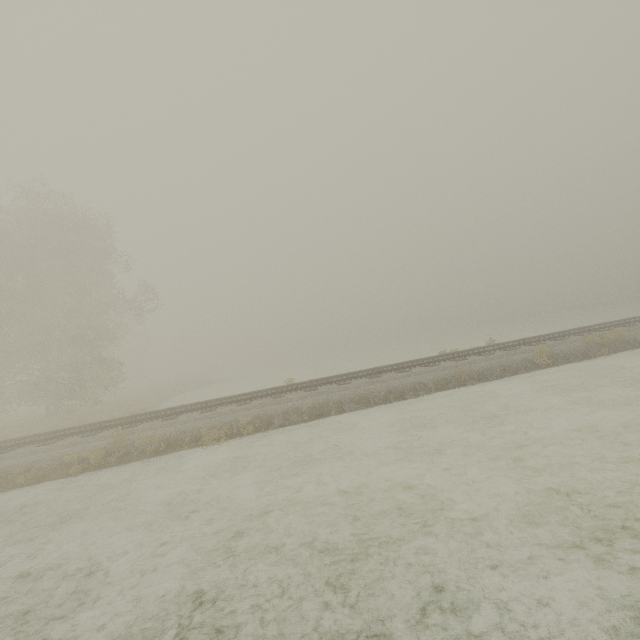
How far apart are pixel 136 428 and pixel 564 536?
12.6 meters
